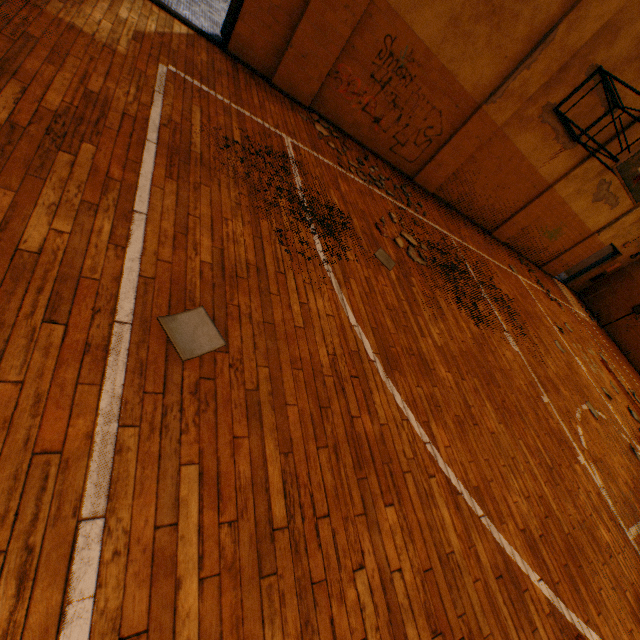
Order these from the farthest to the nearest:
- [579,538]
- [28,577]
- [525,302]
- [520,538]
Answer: [525,302] → [579,538] → [520,538] → [28,577]

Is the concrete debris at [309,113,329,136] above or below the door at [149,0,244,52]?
below

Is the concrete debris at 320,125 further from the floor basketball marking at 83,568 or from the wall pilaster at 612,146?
the wall pilaster at 612,146

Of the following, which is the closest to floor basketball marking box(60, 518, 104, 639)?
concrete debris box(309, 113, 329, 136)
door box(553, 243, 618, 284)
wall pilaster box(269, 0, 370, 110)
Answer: concrete debris box(309, 113, 329, 136)

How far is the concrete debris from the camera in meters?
6.0

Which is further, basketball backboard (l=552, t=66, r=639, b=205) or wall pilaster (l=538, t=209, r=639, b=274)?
wall pilaster (l=538, t=209, r=639, b=274)

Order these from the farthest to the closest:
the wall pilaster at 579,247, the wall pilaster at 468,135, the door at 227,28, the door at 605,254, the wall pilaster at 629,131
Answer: the door at 605,254 < the wall pilaster at 579,247 < the wall pilaster at 629,131 < the wall pilaster at 468,135 < the door at 227,28

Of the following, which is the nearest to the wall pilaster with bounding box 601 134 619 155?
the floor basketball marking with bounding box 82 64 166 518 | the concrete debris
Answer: the floor basketball marking with bounding box 82 64 166 518
